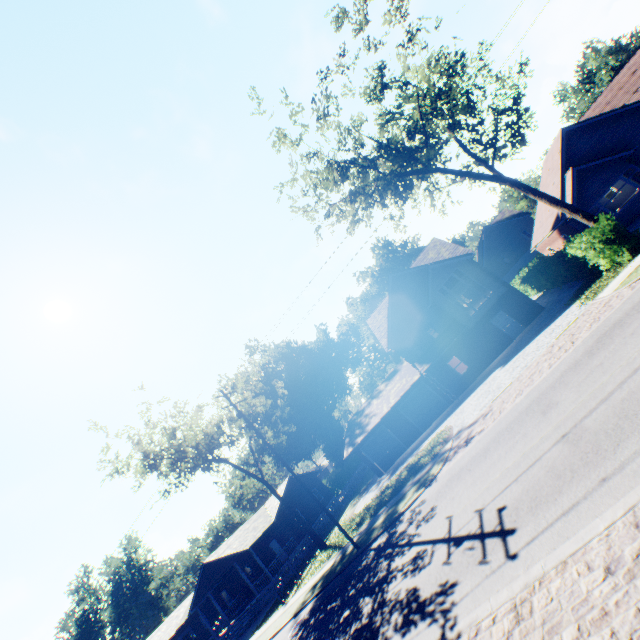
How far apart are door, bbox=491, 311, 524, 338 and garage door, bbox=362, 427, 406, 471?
12.87m

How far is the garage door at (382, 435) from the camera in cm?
2917

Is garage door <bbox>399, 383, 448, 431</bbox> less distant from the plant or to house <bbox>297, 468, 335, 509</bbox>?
house <bbox>297, 468, 335, 509</bbox>

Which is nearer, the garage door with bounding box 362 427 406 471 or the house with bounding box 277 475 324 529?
the garage door with bounding box 362 427 406 471

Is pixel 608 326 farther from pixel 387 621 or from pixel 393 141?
pixel 393 141

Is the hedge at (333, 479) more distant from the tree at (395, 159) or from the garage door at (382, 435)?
the tree at (395, 159)

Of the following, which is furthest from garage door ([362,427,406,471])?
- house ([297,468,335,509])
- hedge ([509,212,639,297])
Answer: hedge ([509,212,639,297])

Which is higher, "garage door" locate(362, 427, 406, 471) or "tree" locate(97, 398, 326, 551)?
"tree" locate(97, 398, 326, 551)
